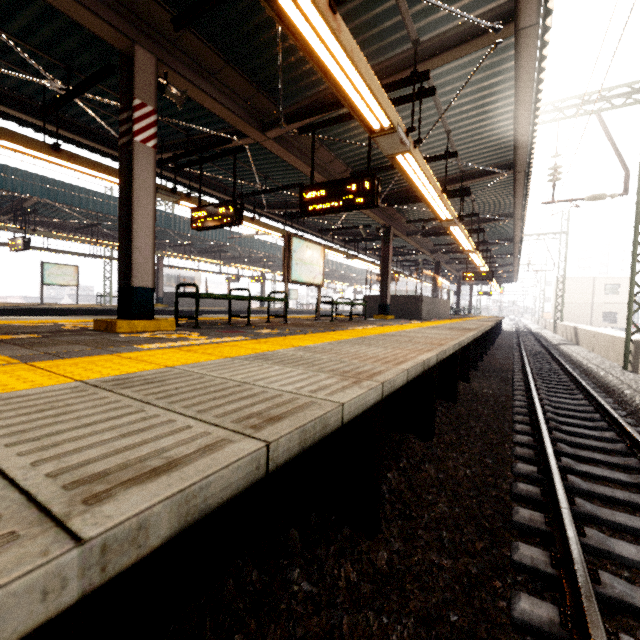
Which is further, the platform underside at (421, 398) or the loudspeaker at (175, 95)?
the loudspeaker at (175, 95)

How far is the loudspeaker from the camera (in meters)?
4.51

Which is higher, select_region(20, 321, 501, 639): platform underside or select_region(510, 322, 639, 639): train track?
select_region(20, 321, 501, 639): platform underside

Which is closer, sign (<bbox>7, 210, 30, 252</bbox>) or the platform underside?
the platform underside

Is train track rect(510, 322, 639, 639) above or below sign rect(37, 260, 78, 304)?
below

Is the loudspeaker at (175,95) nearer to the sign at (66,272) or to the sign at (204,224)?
the sign at (204,224)

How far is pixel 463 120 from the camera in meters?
6.7

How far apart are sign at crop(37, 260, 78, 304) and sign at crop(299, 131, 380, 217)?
15.77m
